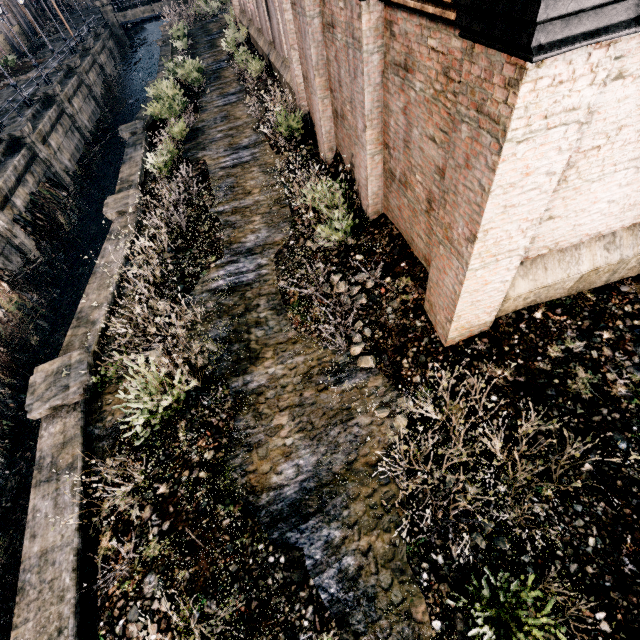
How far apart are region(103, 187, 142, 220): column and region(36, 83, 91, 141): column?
22.0m

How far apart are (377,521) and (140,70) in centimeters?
6728cm

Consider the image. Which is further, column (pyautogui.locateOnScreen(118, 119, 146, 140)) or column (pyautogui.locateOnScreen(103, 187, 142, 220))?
column (pyautogui.locateOnScreen(118, 119, 146, 140))

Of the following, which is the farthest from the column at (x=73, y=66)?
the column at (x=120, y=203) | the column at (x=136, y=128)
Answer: the column at (x=120, y=203)

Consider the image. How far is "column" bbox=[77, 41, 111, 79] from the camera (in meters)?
37.50

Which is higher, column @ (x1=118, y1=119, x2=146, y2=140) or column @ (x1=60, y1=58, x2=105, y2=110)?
column @ (x1=60, y1=58, x2=105, y2=110)

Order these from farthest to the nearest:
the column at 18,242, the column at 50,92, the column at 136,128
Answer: the column at 50,92
the column at 136,128
the column at 18,242

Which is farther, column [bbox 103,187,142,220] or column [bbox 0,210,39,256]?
column [bbox 0,210,39,256]
